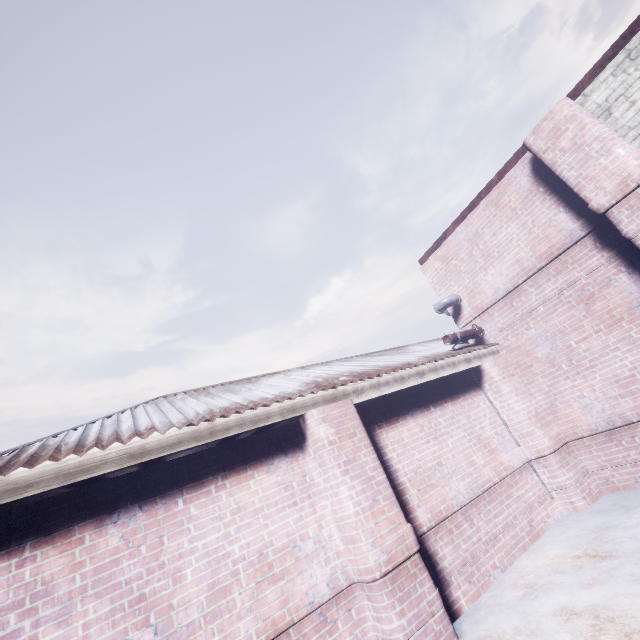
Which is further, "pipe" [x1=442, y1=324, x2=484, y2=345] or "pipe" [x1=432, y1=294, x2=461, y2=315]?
"pipe" [x1=432, y1=294, x2=461, y2=315]

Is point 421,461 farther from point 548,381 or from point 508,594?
point 548,381

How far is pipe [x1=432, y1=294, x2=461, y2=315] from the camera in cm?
566

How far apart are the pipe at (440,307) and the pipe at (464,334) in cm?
54

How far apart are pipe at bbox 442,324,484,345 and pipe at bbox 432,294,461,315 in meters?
0.5

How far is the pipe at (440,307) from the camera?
5.7m

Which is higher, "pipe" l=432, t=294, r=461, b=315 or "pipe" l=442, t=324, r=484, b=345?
"pipe" l=432, t=294, r=461, b=315

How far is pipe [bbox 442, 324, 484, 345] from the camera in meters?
5.1 m
